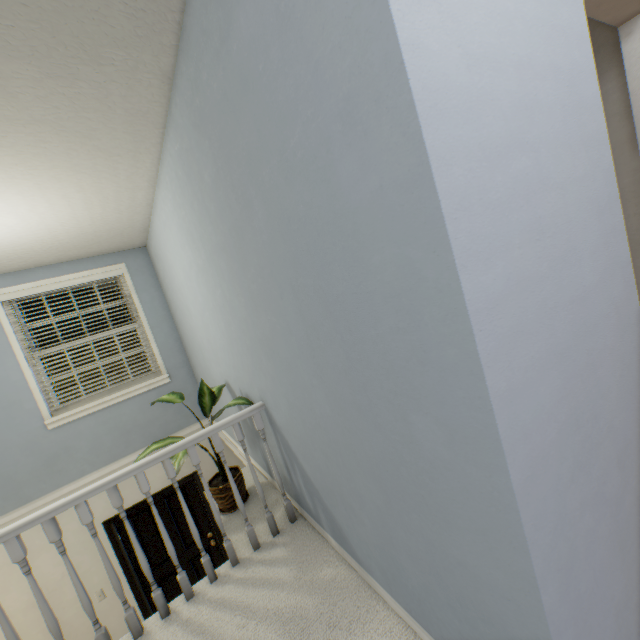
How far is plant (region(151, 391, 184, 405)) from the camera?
2.4m

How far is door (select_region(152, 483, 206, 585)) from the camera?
4.2 meters

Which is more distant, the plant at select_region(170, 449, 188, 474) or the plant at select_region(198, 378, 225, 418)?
the plant at select_region(198, 378, 225, 418)

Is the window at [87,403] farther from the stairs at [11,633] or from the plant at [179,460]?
the plant at [179,460]

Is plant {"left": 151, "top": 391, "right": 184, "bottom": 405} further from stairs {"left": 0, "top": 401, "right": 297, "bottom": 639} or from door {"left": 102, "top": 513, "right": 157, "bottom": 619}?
door {"left": 102, "top": 513, "right": 157, "bottom": 619}

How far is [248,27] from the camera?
0.9 meters

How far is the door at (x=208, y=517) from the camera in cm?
432
